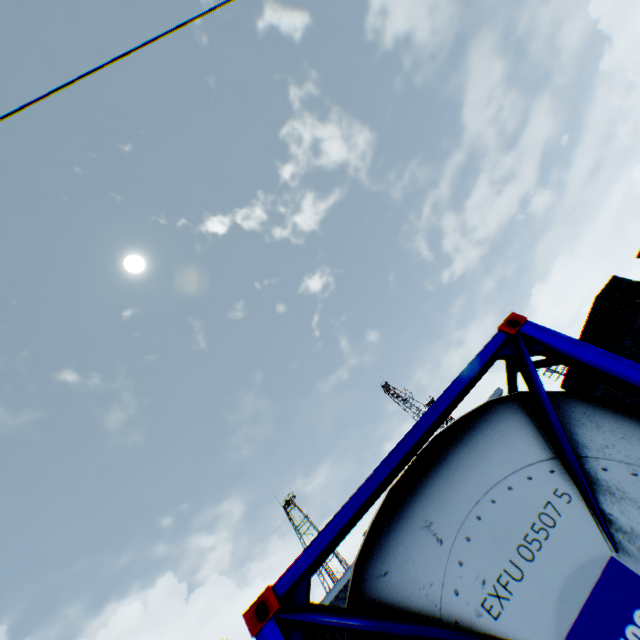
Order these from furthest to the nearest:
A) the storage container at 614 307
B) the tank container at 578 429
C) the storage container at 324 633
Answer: the storage container at 614 307 → the storage container at 324 633 → the tank container at 578 429

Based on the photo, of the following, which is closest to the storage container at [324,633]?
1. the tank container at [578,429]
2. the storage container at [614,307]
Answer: the tank container at [578,429]

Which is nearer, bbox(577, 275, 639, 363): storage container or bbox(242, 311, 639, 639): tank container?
bbox(242, 311, 639, 639): tank container

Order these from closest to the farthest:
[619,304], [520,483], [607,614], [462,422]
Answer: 1. [607,614]
2. [520,483]
3. [462,422]
4. [619,304]

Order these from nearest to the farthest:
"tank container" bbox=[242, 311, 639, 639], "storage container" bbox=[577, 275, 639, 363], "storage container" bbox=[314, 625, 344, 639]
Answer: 1. "tank container" bbox=[242, 311, 639, 639]
2. "storage container" bbox=[314, 625, 344, 639]
3. "storage container" bbox=[577, 275, 639, 363]

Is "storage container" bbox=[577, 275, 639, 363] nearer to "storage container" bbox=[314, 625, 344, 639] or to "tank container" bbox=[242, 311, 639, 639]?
"storage container" bbox=[314, 625, 344, 639]

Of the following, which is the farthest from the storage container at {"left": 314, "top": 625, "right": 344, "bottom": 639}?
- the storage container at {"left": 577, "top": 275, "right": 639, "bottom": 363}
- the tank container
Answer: the storage container at {"left": 577, "top": 275, "right": 639, "bottom": 363}
